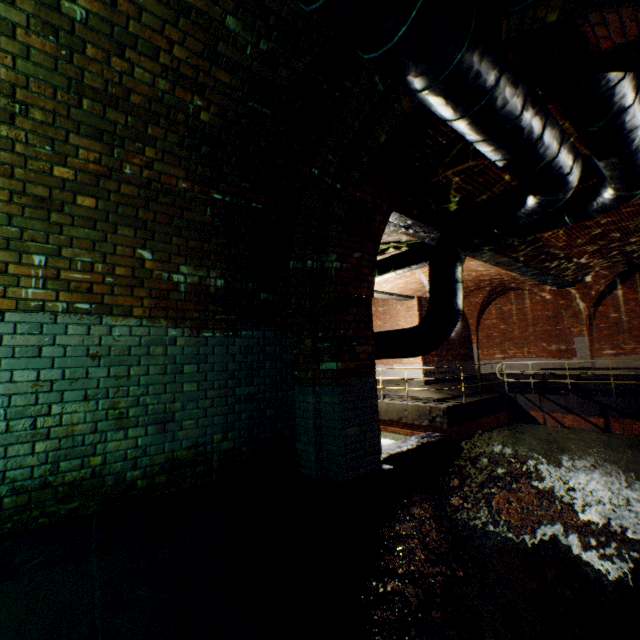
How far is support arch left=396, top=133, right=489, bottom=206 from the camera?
4.5 meters

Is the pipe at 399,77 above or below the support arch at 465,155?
below

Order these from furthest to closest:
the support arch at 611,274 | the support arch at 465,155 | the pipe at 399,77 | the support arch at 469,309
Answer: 1. the support arch at 469,309
2. the support arch at 611,274
3. the support arch at 465,155
4. the pipe at 399,77

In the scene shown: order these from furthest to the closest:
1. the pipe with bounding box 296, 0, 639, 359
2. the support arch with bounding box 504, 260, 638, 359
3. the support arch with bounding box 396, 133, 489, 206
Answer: the support arch with bounding box 504, 260, 638, 359, the support arch with bounding box 396, 133, 489, 206, the pipe with bounding box 296, 0, 639, 359

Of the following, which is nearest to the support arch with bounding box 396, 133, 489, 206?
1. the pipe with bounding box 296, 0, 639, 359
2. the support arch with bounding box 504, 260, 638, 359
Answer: the pipe with bounding box 296, 0, 639, 359

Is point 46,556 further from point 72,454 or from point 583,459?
point 583,459

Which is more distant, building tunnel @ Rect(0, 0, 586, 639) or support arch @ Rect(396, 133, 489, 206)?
support arch @ Rect(396, 133, 489, 206)

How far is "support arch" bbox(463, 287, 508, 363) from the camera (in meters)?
15.56
